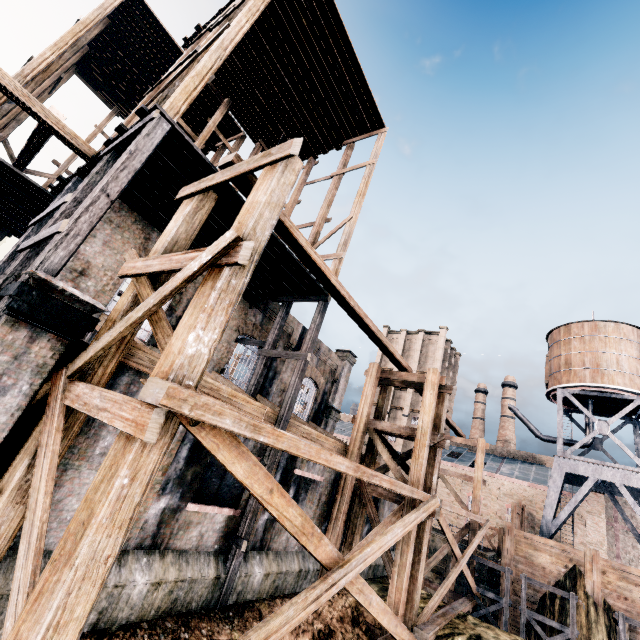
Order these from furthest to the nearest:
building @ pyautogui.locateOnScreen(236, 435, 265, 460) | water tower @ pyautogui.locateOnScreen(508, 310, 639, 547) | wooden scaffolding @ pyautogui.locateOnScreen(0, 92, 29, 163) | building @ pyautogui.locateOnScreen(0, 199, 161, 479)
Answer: water tower @ pyautogui.locateOnScreen(508, 310, 639, 547)
wooden scaffolding @ pyautogui.locateOnScreen(0, 92, 29, 163)
building @ pyautogui.locateOnScreen(236, 435, 265, 460)
building @ pyautogui.locateOnScreen(0, 199, 161, 479)

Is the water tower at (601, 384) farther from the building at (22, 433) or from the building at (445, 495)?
the building at (22, 433)

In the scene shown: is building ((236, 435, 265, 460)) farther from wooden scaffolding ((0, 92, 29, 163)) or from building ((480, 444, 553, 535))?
building ((480, 444, 553, 535))

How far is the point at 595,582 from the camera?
21.8m

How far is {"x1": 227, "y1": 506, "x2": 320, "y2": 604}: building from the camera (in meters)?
10.70

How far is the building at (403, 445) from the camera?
48.5m

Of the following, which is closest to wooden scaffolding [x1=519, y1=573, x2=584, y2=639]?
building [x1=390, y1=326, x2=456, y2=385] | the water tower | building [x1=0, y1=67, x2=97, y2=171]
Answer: building [x1=0, y1=67, x2=97, y2=171]
